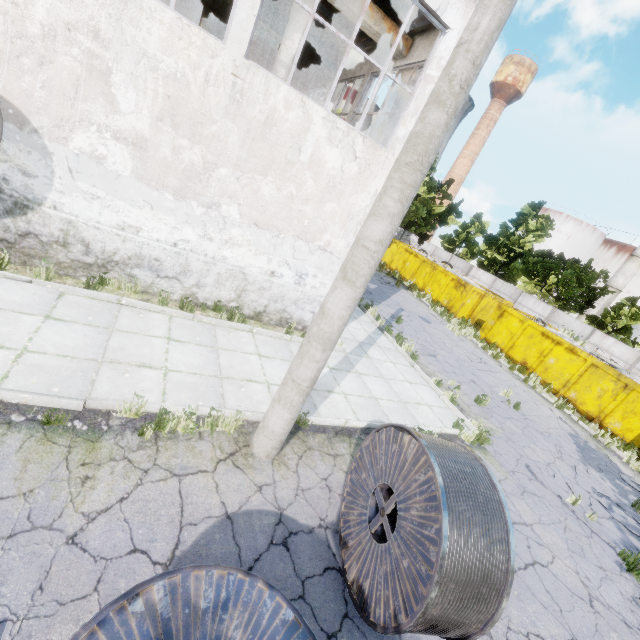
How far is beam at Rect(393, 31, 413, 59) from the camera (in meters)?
9.25

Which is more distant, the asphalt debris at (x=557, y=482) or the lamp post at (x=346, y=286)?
the asphalt debris at (x=557, y=482)

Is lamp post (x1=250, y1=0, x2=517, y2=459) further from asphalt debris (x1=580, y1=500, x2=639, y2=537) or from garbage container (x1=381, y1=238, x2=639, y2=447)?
garbage container (x1=381, y1=238, x2=639, y2=447)

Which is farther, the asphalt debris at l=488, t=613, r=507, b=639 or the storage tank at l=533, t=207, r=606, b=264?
the storage tank at l=533, t=207, r=606, b=264

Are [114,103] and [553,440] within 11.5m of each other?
no

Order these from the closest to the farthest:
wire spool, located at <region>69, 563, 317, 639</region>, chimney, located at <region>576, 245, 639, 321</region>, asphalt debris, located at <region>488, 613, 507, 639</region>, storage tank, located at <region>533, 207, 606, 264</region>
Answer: wire spool, located at <region>69, 563, 317, 639</region> → asphalt debris, located at <region>488, 613, 507, 639</region> → chimney, located at <region>576, 245, 639, 321</region> → storage tank, located at <region>533, 207, 606, 264</region>

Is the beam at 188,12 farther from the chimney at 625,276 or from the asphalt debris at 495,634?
the chimney at 625,276

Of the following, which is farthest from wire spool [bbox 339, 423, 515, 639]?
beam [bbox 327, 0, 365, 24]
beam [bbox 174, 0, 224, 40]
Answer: beam [bbox 174, 0, 224, 40]
